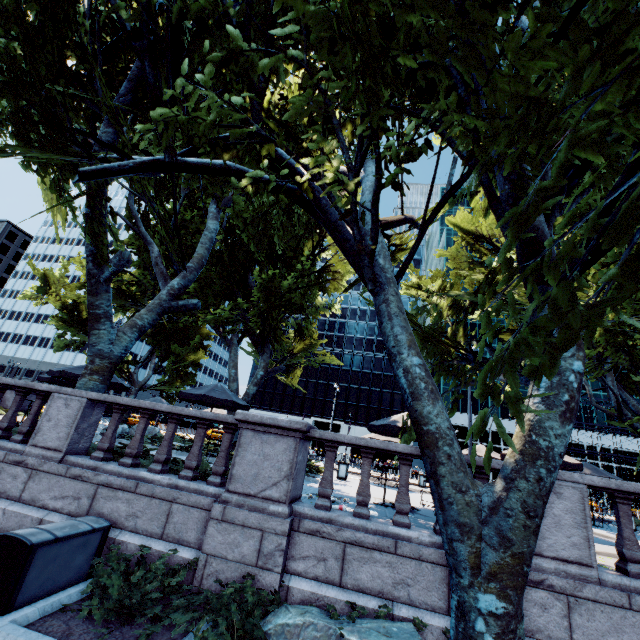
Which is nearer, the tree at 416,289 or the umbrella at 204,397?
the tree at 416,289

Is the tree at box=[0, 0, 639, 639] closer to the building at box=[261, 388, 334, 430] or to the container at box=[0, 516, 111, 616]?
the container at box=[0, 516, 111, 616]

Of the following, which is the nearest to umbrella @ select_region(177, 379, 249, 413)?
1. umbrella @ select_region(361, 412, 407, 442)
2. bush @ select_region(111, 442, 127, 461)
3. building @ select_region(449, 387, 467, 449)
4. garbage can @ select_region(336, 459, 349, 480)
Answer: bush @ select_region(111, 442, 127, 461)

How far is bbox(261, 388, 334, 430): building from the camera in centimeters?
5825cm

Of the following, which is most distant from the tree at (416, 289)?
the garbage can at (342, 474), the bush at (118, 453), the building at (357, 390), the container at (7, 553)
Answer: the building at (357, 390)

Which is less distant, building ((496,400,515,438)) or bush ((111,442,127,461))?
bush ((111,442,127,461))

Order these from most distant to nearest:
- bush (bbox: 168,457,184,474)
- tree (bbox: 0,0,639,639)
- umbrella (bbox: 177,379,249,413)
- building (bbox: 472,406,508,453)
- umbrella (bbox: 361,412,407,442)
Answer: building (bbox: 472,406,508,453) < umbrella (bbox: 177,379,249,413) < umbrella (bbox: 361,412,407,442) < bush (bbox: 168,457,184,474) < tree (bbox: 0,0,639,639)

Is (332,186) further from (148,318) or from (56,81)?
(56,81)
